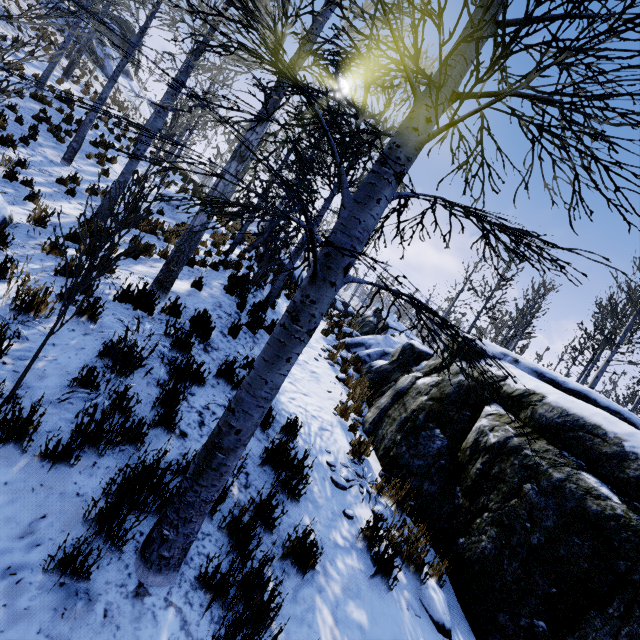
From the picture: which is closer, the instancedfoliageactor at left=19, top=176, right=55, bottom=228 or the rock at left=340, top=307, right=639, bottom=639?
the rock at left=340, top=307, right=639, bottom=639

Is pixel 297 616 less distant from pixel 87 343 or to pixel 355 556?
pixel 355 556

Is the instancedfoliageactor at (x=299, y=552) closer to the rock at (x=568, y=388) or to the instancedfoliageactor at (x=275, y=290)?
the rock at (x=568, y=388)

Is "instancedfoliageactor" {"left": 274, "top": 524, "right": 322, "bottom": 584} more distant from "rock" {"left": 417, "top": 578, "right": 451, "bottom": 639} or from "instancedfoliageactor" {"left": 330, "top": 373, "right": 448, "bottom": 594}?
"instancedfoliageactor" {"left": 330, "top": 373, "right": 448, "bottom": 594}

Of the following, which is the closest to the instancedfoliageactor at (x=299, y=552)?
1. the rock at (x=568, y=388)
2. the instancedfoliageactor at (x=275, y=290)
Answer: the rock at (x=568, y=388)

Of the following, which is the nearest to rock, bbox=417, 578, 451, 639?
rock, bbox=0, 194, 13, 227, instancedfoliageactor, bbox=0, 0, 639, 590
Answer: instancedfoliageactor, bbox=0, 0, 639, 590

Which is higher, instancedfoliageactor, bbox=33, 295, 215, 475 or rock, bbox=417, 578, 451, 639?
instancedfoliageactor, bbox=33, 295, 215, 475

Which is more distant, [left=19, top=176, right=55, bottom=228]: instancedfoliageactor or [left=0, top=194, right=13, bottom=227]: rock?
[left=19, top=176, right=55, bottom=228]: instancedfoliageactor
